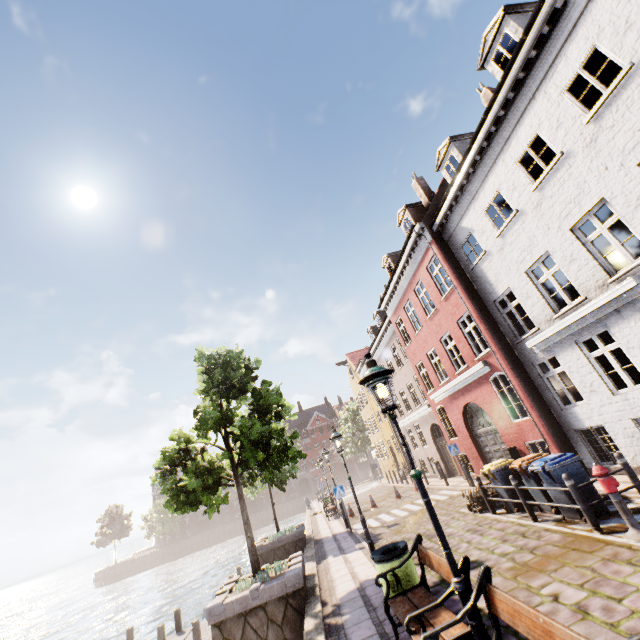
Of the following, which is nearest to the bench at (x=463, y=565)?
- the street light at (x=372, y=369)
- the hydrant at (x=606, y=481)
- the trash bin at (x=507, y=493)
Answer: the street light at (x=372, y=369)

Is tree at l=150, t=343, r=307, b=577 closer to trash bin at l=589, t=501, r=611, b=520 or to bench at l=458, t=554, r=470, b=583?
bench at l=458, t=554, r=470, b=583

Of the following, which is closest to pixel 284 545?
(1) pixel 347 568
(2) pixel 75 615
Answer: (1) pixel 347 568

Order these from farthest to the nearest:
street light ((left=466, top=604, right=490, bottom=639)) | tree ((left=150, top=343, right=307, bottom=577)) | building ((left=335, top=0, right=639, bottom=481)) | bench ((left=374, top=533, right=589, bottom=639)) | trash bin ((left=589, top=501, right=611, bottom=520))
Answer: tree ((left=150, top=343, right=307, bottom=577))
building ((left=335, top=0, right=639, bottom=481))
trash bin ((left=589, top=501, right=611, bottom=520))
street light ((left=466, top=604, right=490, bottom=639))
bench ((left=374, top=533, right=589, bottom=639))

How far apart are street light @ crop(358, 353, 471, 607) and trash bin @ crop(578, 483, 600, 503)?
5.3 meters

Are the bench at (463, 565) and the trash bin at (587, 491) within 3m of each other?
no

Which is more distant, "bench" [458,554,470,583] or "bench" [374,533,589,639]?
"bench" [458,554,470,583]

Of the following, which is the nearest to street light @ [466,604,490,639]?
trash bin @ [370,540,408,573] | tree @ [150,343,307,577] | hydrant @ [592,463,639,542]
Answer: trash bin @ [370,540,408,573]
